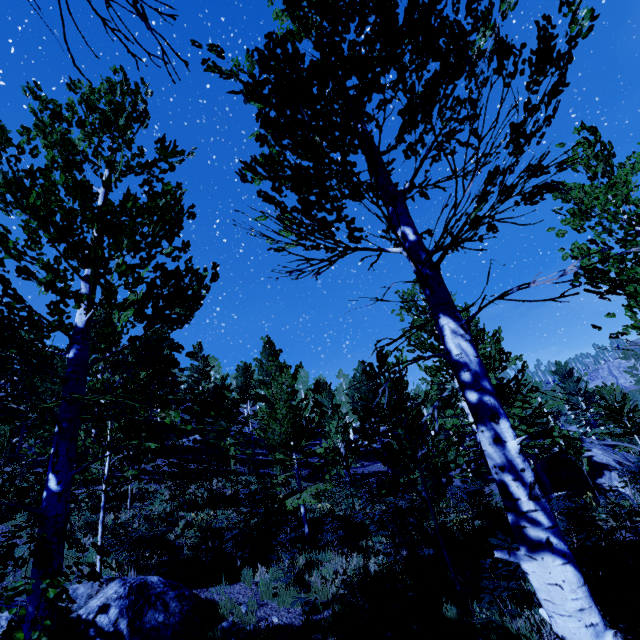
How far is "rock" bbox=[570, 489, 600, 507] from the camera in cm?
1311

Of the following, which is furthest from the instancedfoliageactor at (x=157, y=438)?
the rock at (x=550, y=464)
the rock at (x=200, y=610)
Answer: the rock at (x=550, y=464)

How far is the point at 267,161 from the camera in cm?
327

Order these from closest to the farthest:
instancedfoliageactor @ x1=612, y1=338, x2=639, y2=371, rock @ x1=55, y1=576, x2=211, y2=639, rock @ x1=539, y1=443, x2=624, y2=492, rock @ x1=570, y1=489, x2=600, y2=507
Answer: instancedfoliageactor @ x1=612, y1=338, x2=639, y2=371 → rock @ x1=55, y1=576, x2=211, y2=639 → rock @ x1=570, y1=489, x2=600, y2=507 → rock @ x1=539, y1=443, x2=624, y2=492

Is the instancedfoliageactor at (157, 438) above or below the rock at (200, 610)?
above

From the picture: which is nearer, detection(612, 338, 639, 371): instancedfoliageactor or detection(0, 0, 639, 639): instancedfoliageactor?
detection(0, 0, 639, 639): instancedfoliageactor

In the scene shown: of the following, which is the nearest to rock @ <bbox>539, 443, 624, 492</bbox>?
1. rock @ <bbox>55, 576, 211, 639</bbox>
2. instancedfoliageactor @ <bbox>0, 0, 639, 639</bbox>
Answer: instancedfoliageactor @ <bbox>0, 0, 639, 639</bbox>
